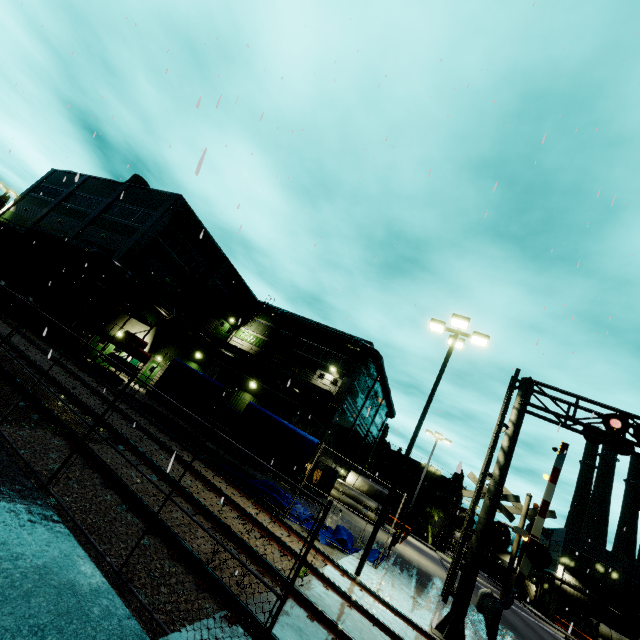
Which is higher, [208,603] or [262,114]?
[262,114]

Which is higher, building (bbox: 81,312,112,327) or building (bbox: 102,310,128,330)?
building (bbox: 102,310,128,330)

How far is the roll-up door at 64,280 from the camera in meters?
24.7 m

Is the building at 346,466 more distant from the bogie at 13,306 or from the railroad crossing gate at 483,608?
the railroad crossing gate at 483,608

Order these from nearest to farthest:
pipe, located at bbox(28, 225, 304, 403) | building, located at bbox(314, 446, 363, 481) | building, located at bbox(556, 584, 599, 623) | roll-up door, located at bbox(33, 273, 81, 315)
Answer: pipe, located at bbox(28, 225, 304, 403)
roll-up door, located at bbox(33, 273, 81, 315)
building, located at bbox(314, 446, 363, 481)
building, located at bbox(556, 584, 599, 623)

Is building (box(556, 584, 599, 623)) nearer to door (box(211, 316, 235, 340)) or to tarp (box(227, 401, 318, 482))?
door (box(211, 316, 235, 340))

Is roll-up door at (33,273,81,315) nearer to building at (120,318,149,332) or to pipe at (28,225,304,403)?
building at (120,318,149,332)

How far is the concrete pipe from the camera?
32.0m
